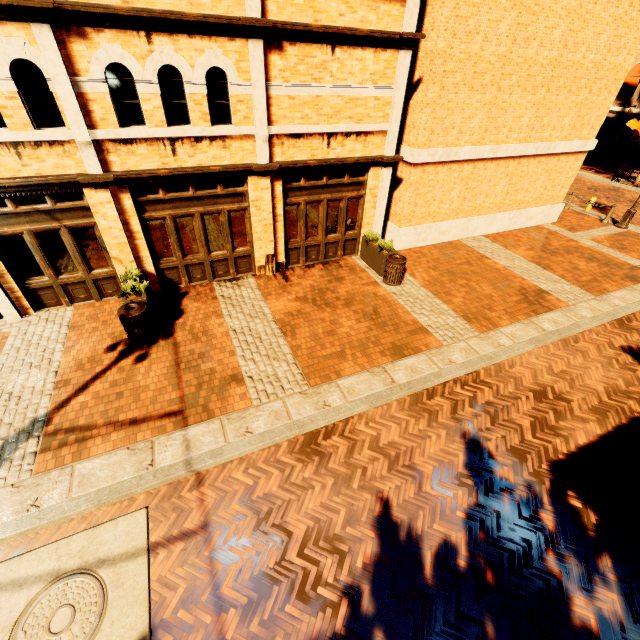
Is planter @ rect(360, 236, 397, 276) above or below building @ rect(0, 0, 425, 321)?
below

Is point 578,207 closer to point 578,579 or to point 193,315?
point 578,579

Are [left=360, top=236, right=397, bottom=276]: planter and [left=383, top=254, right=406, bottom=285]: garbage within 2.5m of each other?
yes

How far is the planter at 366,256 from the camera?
10.4m

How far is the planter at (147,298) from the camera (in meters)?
7.82

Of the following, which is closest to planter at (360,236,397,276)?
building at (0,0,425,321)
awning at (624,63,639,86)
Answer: building at (0,0,425,321)

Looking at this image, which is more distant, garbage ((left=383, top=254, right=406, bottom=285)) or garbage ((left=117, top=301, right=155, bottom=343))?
garbage ((left=383, top=254, right=406, bottom=285))

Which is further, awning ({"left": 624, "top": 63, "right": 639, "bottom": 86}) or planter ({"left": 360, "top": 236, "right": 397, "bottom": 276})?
awning ({"left": 624, "top": 63, "right": 639, "bottom": 86})
